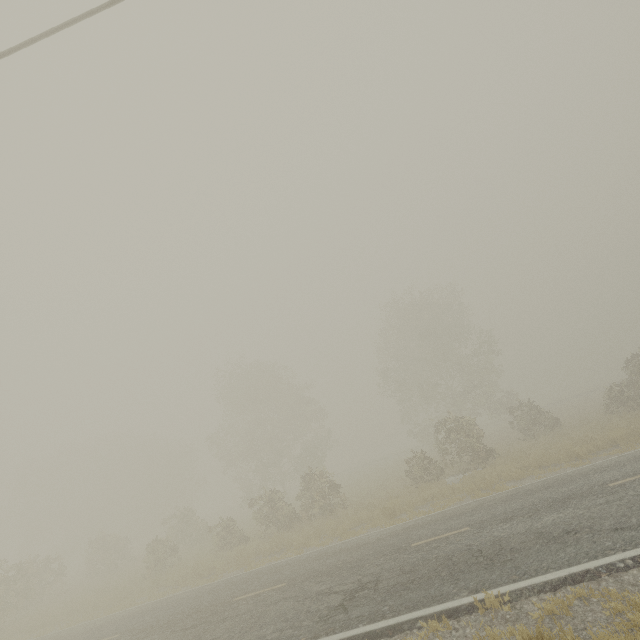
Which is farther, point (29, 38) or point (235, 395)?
point (235, 395)
